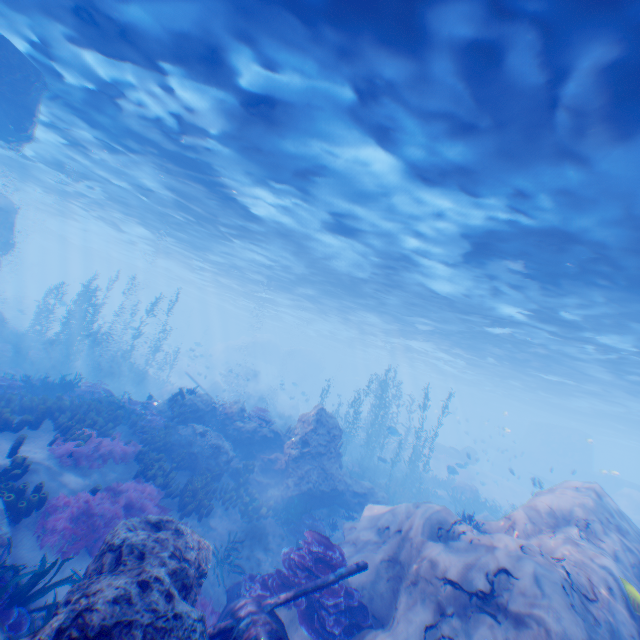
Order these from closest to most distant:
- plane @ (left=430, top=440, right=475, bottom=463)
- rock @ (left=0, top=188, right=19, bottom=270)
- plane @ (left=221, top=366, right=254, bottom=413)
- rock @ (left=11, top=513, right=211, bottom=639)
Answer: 1. rock @ (left=11, top=513, right=211, bottom=639)
2. rock @ (left=0, top=188, right=19, bottom=270)
3. plane @ (left=221, top=366, right=254, bottom=413)
4. plane @ (left=430, top=440, right=475, bottom=463)

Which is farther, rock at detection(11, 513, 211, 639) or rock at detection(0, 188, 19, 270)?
rock at detection(0, 188, 19, 270)

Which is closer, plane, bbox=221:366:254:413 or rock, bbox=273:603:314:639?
rock, bbox=273:603:314:639

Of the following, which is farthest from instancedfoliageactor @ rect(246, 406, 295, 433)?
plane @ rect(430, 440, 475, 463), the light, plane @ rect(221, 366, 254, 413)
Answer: plane @ rect(430, 440, 475, 463)

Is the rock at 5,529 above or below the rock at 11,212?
below

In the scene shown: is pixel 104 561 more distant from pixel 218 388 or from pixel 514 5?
pixel 218 388

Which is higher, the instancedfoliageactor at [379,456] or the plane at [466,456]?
the plane at [466,456]

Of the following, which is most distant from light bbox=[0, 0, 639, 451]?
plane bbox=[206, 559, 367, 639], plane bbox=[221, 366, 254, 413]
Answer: plane bbox=[221, 366, 254, 413]
